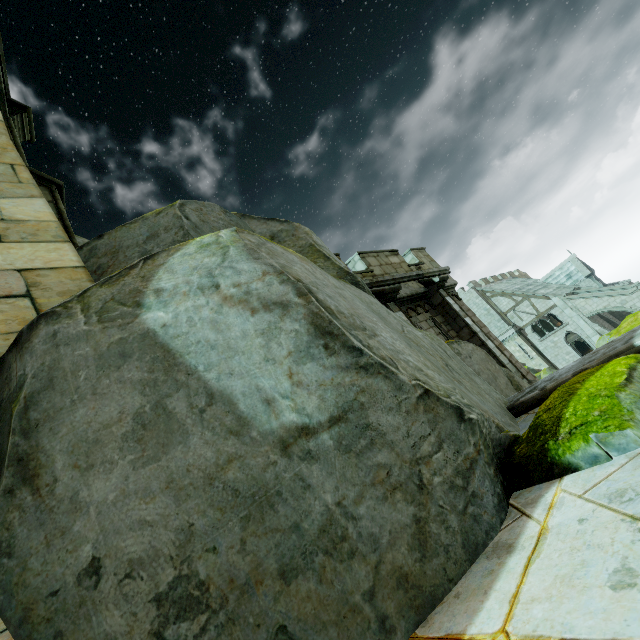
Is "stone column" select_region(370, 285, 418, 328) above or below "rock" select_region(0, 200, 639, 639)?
above

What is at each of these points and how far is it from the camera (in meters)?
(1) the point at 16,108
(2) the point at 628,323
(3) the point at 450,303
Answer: (1) stone column, 6.12
(2) rock, 17.19
(3) stone column, 10.64

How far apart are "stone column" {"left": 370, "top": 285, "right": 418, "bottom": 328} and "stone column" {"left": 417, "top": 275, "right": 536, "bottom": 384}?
2.2m

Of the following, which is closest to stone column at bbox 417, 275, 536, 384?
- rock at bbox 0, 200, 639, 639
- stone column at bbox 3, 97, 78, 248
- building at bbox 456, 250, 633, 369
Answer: rock at bbox 0, 200, 639, 639

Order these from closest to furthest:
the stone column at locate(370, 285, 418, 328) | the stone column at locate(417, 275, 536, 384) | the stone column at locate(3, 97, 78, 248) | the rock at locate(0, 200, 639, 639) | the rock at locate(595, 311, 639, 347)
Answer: the rock at locate(0, 200, 639, 639), the stone column at locate(3, 97, 78, 248), the stone column at locate(370, 285, 418, 328), the stone column at locate(417, 275, 536, 384), the rock at locate(595, 311, 639, 347)

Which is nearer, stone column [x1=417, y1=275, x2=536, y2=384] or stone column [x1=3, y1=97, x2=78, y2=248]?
stone column [x1=3, y1=97, x2=78, y2=248]

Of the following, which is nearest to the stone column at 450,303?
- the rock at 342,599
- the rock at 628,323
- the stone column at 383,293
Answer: the rock at 342,599

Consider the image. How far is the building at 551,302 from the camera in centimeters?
3297cm
